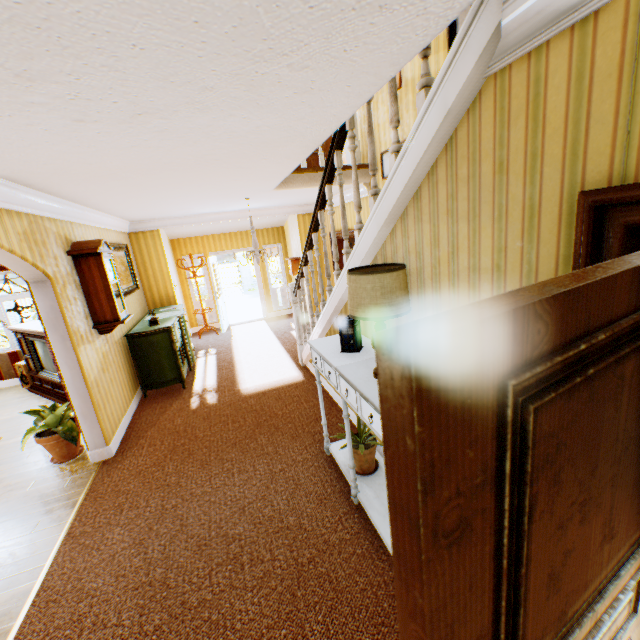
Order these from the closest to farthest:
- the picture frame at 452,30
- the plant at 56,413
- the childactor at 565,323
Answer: the childactor at 565,323
the picture frame at 452,30
the plant at 56,413

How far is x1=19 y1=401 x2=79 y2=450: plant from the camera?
4.0m

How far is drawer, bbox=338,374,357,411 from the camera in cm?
231

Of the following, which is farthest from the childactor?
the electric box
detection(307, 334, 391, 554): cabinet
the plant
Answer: the electric box

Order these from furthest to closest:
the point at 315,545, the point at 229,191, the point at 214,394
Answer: the point at 214,394 → the point at 229,191 → the point at 315,545

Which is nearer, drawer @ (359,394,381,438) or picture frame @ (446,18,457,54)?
drawer @ (359,394,381,438)

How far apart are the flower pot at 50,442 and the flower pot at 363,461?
3.58m

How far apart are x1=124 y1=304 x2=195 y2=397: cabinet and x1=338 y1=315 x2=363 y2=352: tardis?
3.81m
